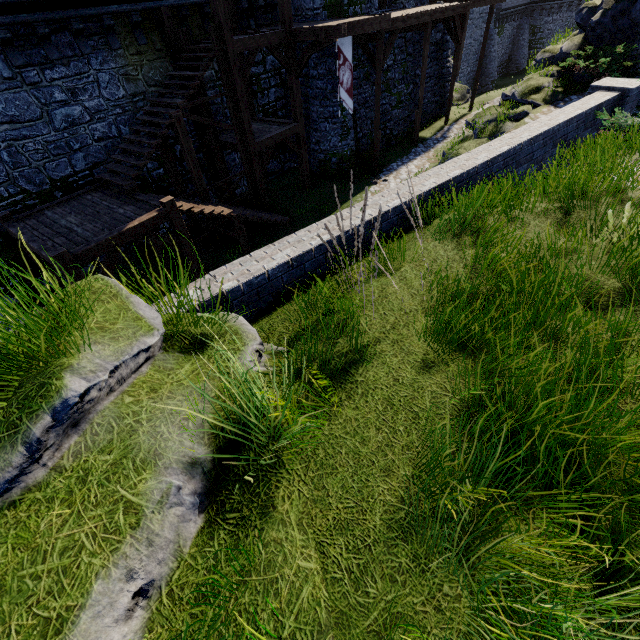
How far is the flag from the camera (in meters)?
12.34

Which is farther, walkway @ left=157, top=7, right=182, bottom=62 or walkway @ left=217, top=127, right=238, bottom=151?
walkway @ left=217, top=127, right=238, bottom=151

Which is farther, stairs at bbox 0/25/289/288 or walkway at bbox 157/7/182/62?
walkway at bbox 157/7/182/62

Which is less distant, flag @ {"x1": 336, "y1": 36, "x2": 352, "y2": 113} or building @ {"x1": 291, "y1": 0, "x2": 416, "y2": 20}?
flag @ {"x1": 336, "y1": 36, "x2": 352, "y2": 113}

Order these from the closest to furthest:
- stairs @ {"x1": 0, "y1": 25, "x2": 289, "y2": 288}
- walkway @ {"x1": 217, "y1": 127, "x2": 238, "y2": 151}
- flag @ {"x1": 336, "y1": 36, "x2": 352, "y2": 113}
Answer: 1. stairs @ {"x1": 0, "y1": 25, "x2": 289, "y2": 288}
2. flag @ {"x1": 336, "y1": 36, "x2": 352, "y2": 113}
3. walkway @ {"x1": 217, "y1": 127, "x2": 238, "y2": 151}

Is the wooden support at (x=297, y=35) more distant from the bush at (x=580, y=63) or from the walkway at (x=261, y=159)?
the bush at (x=580, y=63)

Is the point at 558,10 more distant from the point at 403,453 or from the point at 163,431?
the point at 163,431

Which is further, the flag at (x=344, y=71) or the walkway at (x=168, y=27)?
the flag at (x=344, y=71)
